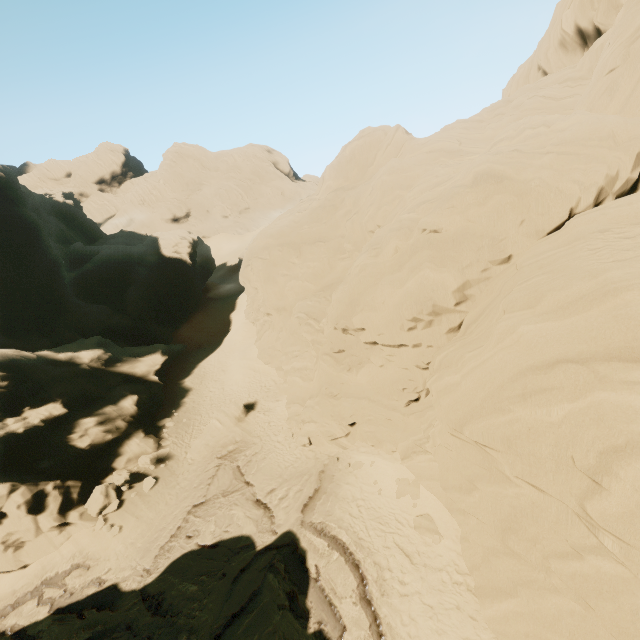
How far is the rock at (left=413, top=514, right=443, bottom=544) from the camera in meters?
12.7

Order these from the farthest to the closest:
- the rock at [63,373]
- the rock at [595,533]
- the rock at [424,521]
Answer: the rock at [63,373], the rock at [424,521], the rock at [595,533]

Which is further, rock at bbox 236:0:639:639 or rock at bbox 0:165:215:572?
rock at bbox 0:165:215:572

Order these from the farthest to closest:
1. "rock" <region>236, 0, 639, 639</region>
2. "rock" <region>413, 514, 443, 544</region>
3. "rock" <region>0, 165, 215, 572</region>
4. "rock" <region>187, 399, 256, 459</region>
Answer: "rock" <region>187, 399, 256, 459</region>
"rock" <region>0, 165, 215, 572</region>
"rock" <region>413, 514, 443, 544</region>
"rock" <region>236, 0, 639, 639</region>

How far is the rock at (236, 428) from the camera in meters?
21.4 m

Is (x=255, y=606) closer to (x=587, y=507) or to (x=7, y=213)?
(x=587, y=507)
